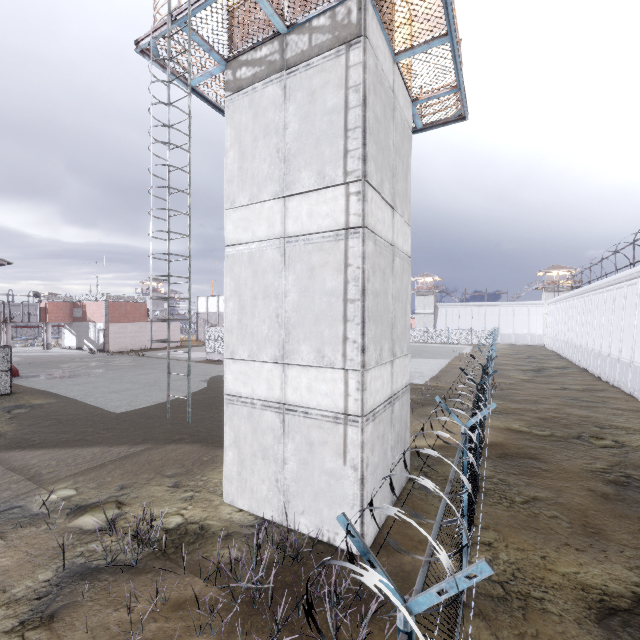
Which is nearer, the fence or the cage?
the fence

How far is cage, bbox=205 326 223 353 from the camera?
36.2 meters

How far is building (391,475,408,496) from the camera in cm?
870

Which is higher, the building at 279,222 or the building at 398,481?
the building at 279,222

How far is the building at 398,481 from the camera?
8.7 meters

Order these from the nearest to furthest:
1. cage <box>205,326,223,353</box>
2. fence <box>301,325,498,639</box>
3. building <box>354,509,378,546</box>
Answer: fence <box>301,325,498,639</box>, building <box>354,509,378,546</box>, cage <box>205,326,223,353</box>

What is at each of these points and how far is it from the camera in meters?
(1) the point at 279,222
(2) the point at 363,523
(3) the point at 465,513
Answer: (1) building, 7.8
(2) building, 6.8
(3) fence, 5.5
